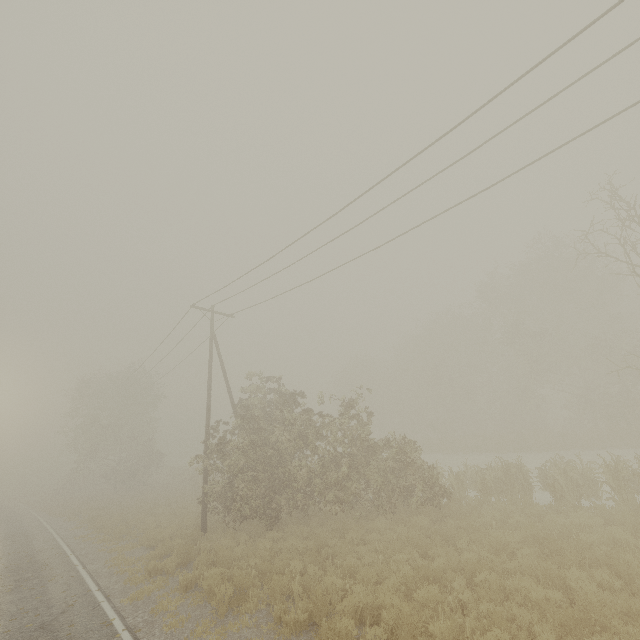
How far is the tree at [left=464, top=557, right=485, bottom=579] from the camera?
7.9m

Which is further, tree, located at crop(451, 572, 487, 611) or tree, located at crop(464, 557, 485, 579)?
tree, located at crop(464, 557, 485, 579)

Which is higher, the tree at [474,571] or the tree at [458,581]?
the tree at [474,571]

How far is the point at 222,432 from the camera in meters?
18.0 m

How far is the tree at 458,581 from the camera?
7.0 meters

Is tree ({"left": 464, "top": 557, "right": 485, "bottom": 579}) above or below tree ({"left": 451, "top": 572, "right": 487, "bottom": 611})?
above
